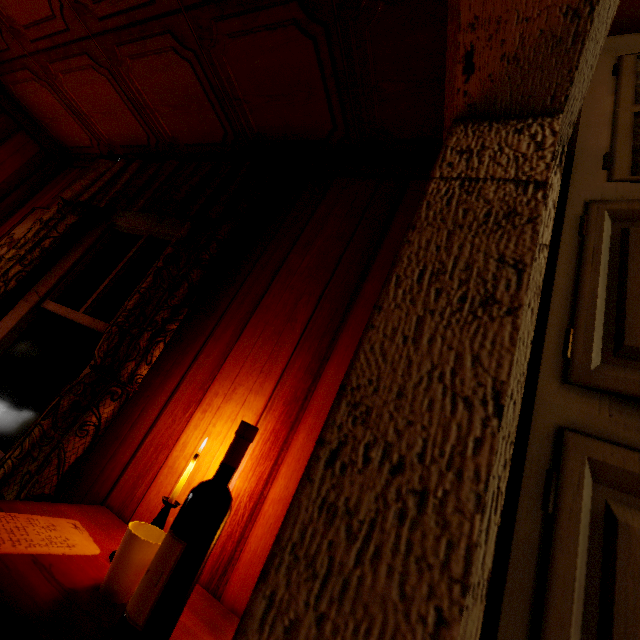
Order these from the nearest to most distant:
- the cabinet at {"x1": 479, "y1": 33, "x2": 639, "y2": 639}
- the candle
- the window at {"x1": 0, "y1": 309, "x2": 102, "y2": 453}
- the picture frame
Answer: the cabinet at {"x1": 479, "y1": 33, "x2": 639, "y2": 639} < the candle < the window at {"x1": 0, "y1": 309, "x2": 102, "y2": 453} < the picture frame

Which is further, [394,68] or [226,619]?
[394,68]

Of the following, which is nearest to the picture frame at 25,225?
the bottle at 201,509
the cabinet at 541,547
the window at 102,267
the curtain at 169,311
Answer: the curtain at 169,311

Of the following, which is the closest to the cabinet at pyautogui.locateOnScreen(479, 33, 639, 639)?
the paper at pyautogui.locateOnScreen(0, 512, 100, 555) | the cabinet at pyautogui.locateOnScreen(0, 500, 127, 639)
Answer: the cabinet at pyautogui.locateOnScreen(0, 500, 127, 639)

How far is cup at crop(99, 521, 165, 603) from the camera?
0.75m

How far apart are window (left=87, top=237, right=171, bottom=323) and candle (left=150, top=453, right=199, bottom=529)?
1.2m

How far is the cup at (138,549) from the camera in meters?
0.7 m

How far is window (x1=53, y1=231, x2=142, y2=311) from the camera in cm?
209
